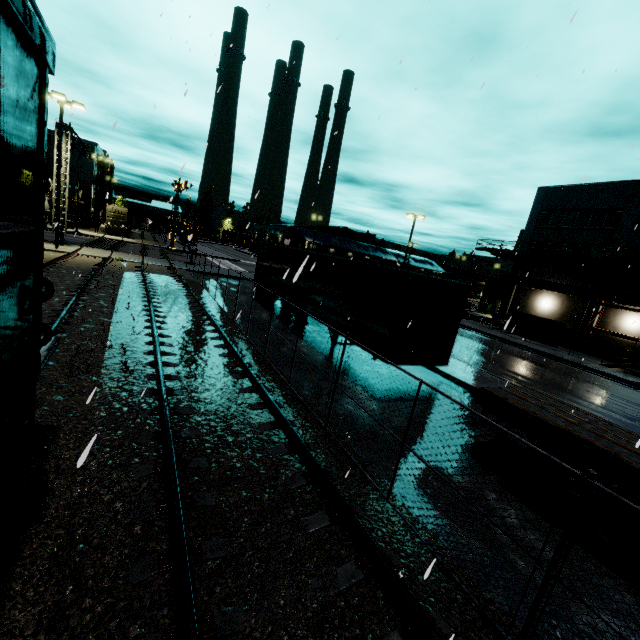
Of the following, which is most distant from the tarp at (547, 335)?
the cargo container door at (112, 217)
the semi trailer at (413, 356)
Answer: the cargo container door at (112, 217)

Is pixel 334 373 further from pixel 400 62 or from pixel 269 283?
pixel 269 283

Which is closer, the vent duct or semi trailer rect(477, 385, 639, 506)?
semi trailer rect(477, 385, 639, 506)

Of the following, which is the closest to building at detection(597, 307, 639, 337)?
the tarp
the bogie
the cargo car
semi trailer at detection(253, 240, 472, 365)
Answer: semi trailer at detection(253, 240, 472, 365)

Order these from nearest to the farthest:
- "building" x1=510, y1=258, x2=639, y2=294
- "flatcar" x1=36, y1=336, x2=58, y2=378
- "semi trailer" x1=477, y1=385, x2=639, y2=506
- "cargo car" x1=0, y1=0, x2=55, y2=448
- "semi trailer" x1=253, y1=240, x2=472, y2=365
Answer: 1. "cargo car" x1=0, y1=0, x2=55, y2=448
2. "flatcar" x1=36, y1=336, x2=58, y2=378
3. "semi trailer" x1=477, y1=385, x2=639, y2=506
4. "semi trailer" x1=253, y1=240, x2=472, y2=365
5. "building" x1=510, y1=258, x2=639, y2=294

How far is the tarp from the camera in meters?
24.3

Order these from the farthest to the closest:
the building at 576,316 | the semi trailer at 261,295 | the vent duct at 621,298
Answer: the building at 576,316 → the vent duct at 621,298 → the semi trailer at 261,295
